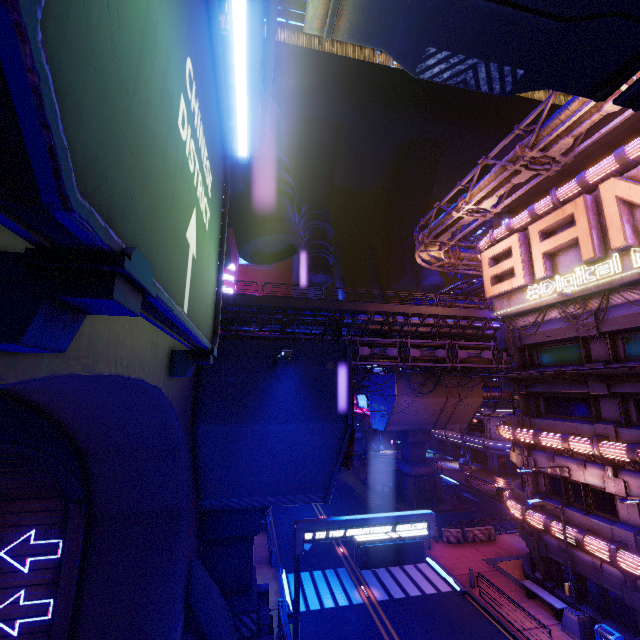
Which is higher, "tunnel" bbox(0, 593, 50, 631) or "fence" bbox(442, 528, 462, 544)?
"tunnel" bbox(0, 593, 50, 631)

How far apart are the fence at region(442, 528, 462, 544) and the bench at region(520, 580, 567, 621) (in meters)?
6.32

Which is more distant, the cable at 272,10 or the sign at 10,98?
the cable at 272,10

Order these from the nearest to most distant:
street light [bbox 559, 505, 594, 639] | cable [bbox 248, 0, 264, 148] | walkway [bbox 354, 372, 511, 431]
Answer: cable [bbox 248, 0, 264, 148] < street light [bbox 559, 505, 594, 639] < walkway [bbox 354, 372, 511, 431]

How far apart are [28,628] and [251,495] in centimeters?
640cm

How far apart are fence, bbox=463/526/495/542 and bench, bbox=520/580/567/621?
6.4 meters

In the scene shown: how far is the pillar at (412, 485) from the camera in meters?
33.5 m

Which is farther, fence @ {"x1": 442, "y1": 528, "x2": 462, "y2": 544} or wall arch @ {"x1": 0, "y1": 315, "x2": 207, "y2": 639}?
fence @ {"x1": 442, "y1": 528, "x2": 462, "y2": 544}
